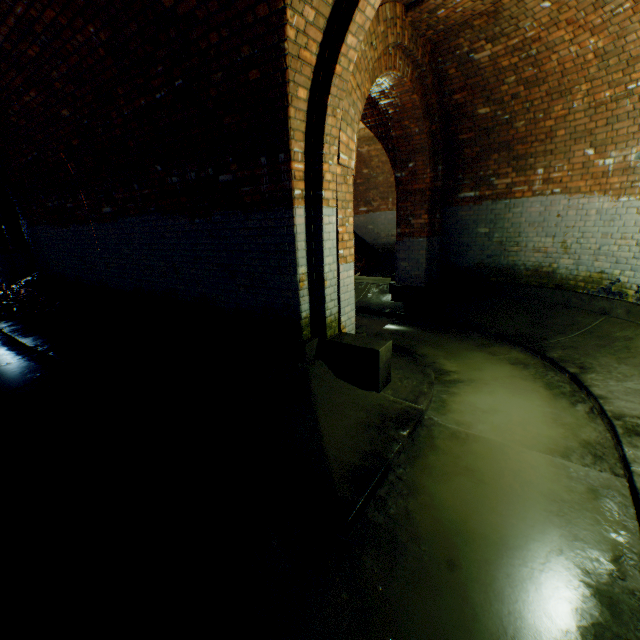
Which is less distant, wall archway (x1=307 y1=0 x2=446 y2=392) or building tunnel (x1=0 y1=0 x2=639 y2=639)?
building tunnel (x1=0 y1=0 x2=639 y2=639)

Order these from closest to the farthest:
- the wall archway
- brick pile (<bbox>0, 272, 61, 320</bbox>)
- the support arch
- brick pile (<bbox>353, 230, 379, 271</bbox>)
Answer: the wall archway → the support arch → brick pile (<bbox>0, 272, 61, 320</bbox>) → brick pile (<bbox>353, 230, 379, 271</bbox>)

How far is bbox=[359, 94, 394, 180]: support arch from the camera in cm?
672

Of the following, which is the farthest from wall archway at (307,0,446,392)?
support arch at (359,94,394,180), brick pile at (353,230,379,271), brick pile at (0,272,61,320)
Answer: brick pile at (0,272,61,320)

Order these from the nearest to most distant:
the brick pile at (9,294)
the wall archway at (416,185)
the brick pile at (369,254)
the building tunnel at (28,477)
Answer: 1. the building tunnel at (28,477)
2. the wall archway at (416,185)
3. the brick pile at (9,294)
4. the brick pile at (369,254)

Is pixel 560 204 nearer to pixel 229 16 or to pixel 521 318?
pixel 521 318

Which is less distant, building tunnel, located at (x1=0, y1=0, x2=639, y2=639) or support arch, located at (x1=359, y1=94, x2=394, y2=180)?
building tunnel, located at (x1=0, y1=0, x2=639, y2=639)

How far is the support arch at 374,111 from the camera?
6.7m
